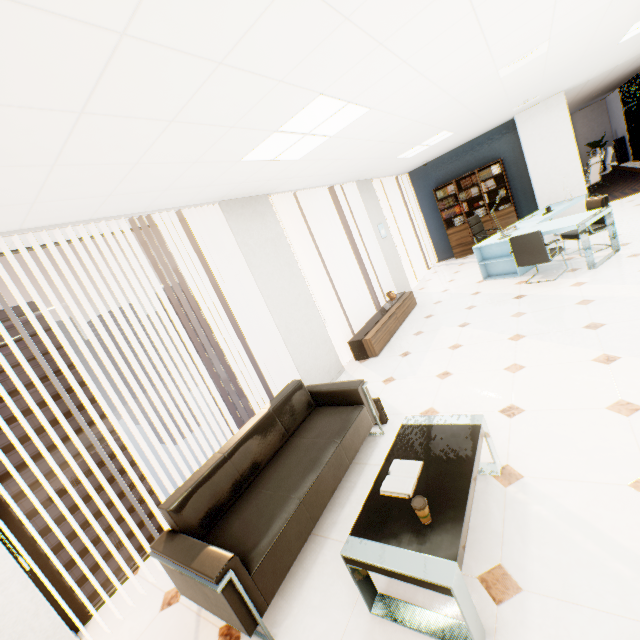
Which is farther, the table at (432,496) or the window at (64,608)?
the window at (64,608)

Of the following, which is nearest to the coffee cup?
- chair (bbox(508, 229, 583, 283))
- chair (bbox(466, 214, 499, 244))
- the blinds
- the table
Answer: the table

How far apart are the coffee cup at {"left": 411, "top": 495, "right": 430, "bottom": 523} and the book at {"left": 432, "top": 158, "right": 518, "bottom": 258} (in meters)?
9.21

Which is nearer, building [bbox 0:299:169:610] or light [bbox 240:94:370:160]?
light [bbox 240:94:370:160]

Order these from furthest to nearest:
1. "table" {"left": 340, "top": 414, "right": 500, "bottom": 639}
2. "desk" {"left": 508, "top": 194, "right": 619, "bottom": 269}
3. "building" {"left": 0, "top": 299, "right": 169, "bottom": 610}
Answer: "building" {"left": 0, "top": 299, "right": 169, "bottom": 610} < "desk" {"left": 508, "top": 194, "right": 619, "bottom": 269} < "table" {"left": 340, "top": 414, "right": 500, "bottom": 639}

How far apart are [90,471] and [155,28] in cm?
6214

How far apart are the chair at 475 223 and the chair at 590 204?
1.68m

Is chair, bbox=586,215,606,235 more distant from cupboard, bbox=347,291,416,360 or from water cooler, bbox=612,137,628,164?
water cooler, bbox=612,137,628,164
